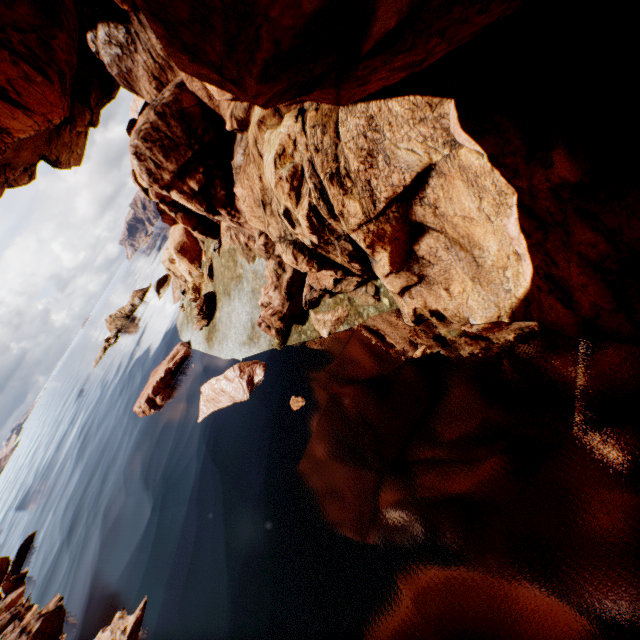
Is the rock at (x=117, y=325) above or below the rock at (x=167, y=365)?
above

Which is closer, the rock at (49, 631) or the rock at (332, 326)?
the rock at (332, 326)

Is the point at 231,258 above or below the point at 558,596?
above

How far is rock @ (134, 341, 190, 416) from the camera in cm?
1673

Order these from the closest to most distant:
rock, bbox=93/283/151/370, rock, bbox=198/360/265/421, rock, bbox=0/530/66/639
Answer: rock, bbox=198/360/265/421 → rock, bbox=0/530/66/639 → rock, bbox=93/283/151/370

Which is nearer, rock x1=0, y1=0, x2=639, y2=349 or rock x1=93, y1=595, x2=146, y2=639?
rock x1=0, y1=0, x2=639, y2=349
